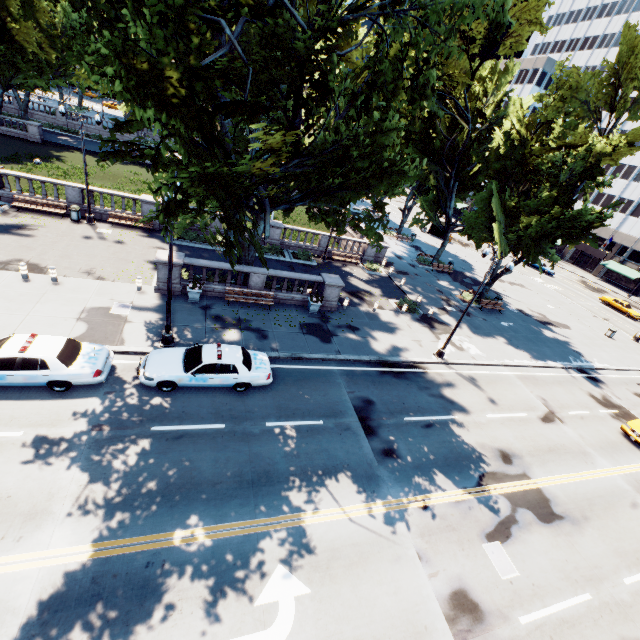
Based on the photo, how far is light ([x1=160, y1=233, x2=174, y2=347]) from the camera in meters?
12.8 m

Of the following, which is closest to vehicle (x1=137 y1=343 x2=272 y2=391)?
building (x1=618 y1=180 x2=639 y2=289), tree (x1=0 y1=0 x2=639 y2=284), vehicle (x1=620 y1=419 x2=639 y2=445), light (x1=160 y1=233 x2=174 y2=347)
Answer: light (x1=160 y1=233 x2=174 y2=347)

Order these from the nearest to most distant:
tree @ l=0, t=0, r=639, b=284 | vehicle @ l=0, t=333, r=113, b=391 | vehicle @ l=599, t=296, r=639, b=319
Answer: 1. tree @ l=0, t=0, r=639, b=284
2. vehicle @ l=0, t=333, r=113, b=391
3. vehicle @ l=599, t=296, r=639, b=319

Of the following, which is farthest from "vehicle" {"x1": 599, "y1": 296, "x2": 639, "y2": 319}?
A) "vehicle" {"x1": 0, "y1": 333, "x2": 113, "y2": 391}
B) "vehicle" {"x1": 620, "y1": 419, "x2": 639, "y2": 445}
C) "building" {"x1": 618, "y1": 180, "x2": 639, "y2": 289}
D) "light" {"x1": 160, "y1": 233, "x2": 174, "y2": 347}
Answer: "light" {"x1": 160, "y1": 233, "x2": 174, "y2": 347}

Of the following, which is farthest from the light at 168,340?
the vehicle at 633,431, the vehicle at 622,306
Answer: the vehicle at 622,306

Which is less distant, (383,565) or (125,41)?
(125,41)

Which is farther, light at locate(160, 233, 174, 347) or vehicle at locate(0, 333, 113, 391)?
→ light at locate(160, 233, 174, 347)

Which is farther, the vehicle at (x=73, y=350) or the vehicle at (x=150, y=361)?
the vehicle at (x=150, y=361)
